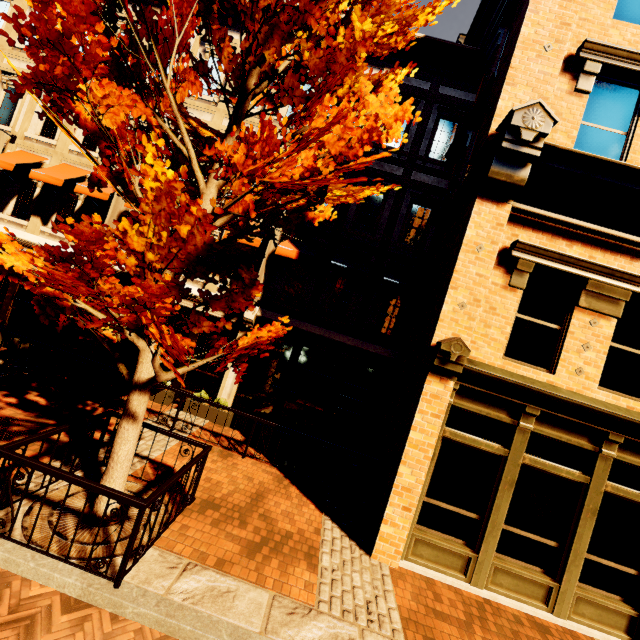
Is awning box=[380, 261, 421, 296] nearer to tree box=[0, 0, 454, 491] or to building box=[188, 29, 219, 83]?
building box=[188, 29, 219, 83]

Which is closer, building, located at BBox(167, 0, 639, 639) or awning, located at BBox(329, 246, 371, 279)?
building, located at BBox(167, 0, 639, 639)

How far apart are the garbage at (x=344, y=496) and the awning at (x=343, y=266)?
4.63m

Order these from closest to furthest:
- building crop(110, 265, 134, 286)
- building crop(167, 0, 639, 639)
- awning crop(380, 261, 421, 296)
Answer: building crop(167, 0, 639, 639) → awning crop(380, 261, 421, 296) → building crop(110, 265, 134, 286)

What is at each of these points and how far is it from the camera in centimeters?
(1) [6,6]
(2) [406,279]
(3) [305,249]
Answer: (1) building, 1168cm
(2) awning, 960cm
(3) awning, 974cm

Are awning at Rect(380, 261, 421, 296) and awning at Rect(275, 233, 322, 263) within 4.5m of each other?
yes

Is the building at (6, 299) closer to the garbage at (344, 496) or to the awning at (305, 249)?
the awning at (305, 249)

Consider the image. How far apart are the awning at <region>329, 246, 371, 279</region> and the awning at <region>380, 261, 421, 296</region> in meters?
0.5 m
